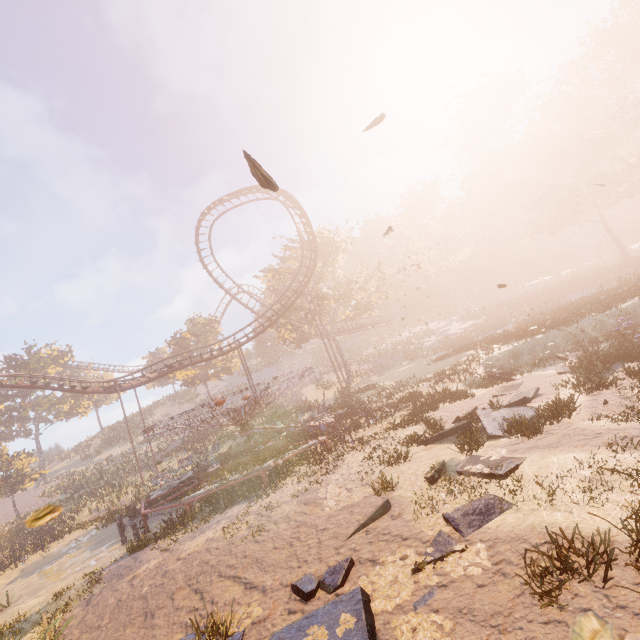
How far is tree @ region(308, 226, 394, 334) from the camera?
36.6m

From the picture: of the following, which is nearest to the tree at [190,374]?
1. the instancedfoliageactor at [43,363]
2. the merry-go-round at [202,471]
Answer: the instancedfoliageactor at [43,363]

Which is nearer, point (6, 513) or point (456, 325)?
point (6, 513)

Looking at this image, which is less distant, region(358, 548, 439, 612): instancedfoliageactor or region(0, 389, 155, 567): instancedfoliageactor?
region(358, 548, 439, 612): instancedfoliageactor

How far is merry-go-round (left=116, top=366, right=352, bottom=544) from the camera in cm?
1269

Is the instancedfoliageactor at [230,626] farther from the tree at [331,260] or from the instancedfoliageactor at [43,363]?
the tree at [331,260]

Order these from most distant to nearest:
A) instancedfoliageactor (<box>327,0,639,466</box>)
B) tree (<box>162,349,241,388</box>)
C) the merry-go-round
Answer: tree (<box>162,349,241,388</box>), instancedfoliageactor (<box>327,0,639,466</box>), the merry-go-round

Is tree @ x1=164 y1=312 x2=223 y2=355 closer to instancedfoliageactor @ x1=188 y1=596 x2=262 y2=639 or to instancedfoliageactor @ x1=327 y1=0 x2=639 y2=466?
instancedfoliageactor @ x1=327 y1=0 x2=639 y2=466
